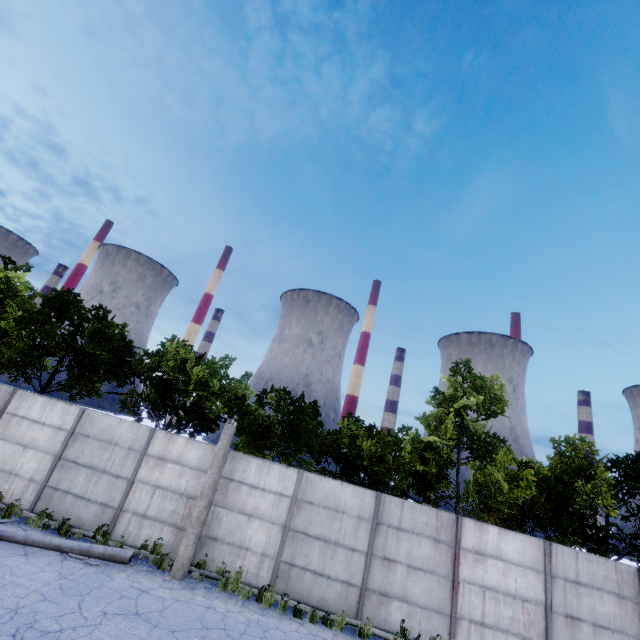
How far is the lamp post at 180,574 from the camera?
9.7 meters

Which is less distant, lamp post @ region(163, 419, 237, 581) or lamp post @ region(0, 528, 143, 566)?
lamp post @ region(0, 528, 143, 566)

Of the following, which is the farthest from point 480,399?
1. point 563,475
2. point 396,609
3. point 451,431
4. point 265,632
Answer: point 265,632

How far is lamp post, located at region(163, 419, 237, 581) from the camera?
9.73m

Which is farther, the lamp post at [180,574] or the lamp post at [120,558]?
the lamp post at [180,574]
